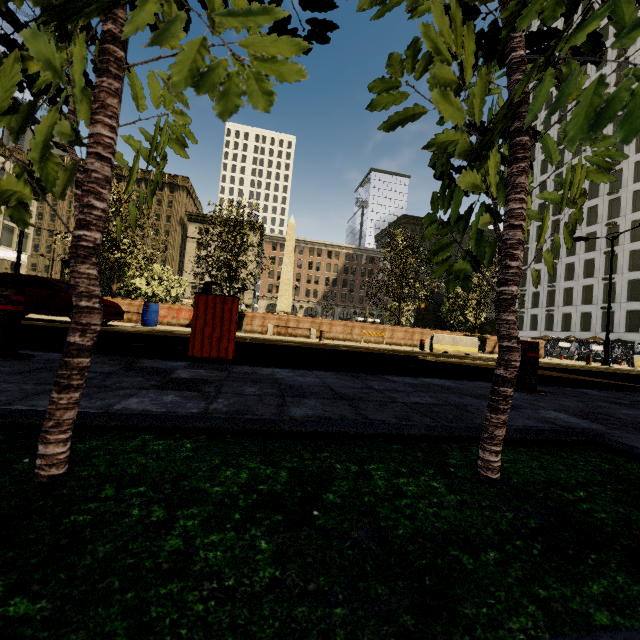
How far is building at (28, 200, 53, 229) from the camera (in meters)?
42.34

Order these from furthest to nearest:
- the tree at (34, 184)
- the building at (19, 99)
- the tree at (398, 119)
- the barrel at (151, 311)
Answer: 1. the building at (19, 99)
2. the barrel at (151, 311)
3. the tree at (398, 119)
4. the tree at (34, 184)

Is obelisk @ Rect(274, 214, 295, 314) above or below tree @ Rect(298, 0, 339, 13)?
above

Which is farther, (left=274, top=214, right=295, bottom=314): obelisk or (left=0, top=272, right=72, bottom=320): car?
(left=274, top=214, right=295, bottom=314): obelisk

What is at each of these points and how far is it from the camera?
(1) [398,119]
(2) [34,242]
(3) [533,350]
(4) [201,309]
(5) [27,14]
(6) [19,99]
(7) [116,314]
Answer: (1) tree, 1.11m
(2) building, 59.31m
(3) metal bar, 3.46m
(4) trash bin, 3.79m
(5) building, 39.69m
(6) building, 39.75m
(7) car, 11.05m

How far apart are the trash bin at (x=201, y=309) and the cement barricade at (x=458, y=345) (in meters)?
12.54

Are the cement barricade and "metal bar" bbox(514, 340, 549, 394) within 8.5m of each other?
no

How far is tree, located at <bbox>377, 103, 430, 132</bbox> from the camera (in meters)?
1.08
